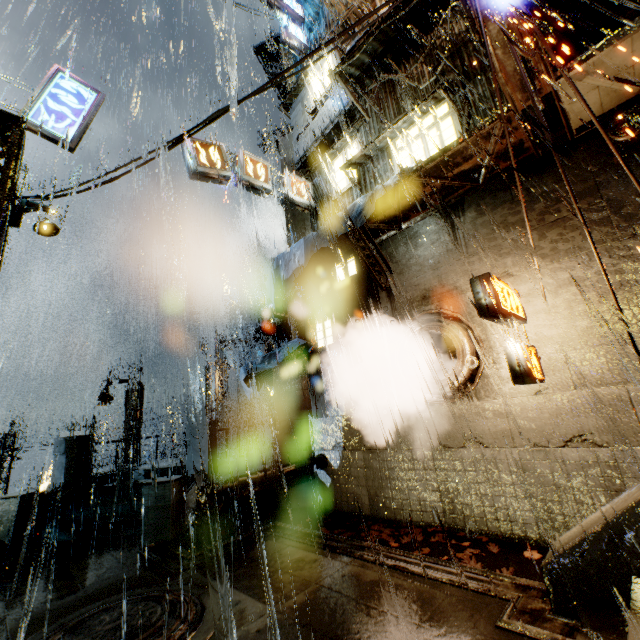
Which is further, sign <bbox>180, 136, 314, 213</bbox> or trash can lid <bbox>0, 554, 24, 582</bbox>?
sign <bbox>180, 136, 314, 213</bbox>

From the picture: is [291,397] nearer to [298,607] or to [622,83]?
[298,607]

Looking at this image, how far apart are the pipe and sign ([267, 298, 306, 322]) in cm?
491

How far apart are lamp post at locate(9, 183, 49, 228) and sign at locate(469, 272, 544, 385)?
9.8m

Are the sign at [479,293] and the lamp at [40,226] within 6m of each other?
no

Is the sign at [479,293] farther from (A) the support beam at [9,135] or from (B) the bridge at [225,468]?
(A) the support beam at [9,135]

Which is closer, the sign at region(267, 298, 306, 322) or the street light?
the sign at region(267, 298, 306, 322)

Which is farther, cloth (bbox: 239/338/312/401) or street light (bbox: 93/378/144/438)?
street light (bbox: 93/378/144/438)
